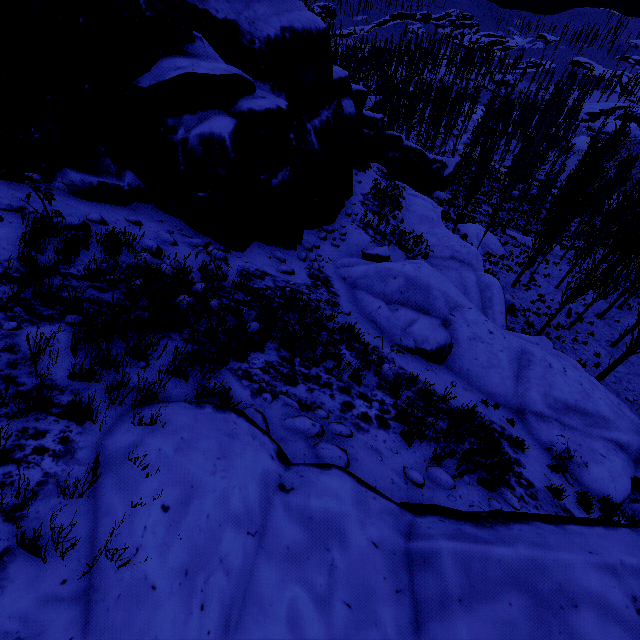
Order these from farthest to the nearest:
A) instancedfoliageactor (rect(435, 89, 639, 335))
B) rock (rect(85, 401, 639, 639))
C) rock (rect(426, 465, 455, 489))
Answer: instancedfoliageactor (rect(435, 89, 639, 335))
rock (rect(426, 465, 455, 489))
rock (rect(85, 401, 639, 639))

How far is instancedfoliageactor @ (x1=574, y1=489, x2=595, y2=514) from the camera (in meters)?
6.68

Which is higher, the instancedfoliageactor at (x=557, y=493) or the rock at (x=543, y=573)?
the rock at (x=543, y=573)

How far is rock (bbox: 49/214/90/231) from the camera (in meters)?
5.17

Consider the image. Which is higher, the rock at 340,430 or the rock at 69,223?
the rock at 69,223

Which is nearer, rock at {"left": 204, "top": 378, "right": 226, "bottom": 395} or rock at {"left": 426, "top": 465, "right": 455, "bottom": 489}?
rock at {"left": 204, "top": 378, "right": 226, "bottom": 395}

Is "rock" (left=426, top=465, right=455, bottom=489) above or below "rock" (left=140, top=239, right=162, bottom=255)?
below

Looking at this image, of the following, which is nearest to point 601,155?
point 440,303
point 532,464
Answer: point 440,303
